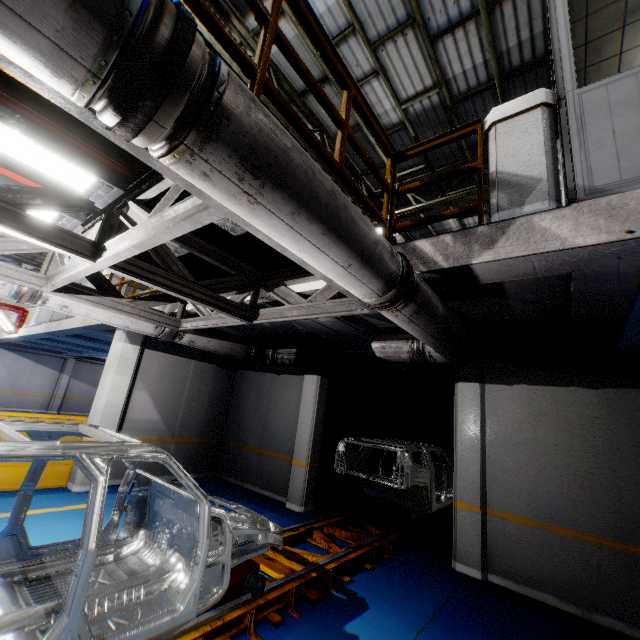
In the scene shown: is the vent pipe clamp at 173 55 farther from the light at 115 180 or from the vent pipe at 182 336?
the vent pipe at 182 336

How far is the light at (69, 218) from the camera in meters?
3.2 m

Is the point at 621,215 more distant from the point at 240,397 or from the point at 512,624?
the point at 240,397

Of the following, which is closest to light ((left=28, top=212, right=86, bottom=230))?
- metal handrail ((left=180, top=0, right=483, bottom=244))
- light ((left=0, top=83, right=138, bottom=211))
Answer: light ((left=0, top=83, right=138, bottom=211))

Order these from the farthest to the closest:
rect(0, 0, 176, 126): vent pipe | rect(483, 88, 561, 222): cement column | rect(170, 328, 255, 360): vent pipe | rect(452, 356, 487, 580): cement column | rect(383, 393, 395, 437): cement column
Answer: rect(383, 393, 395, 437): cement column < rect(170, 328, 255, 360): vent pipe < rect(452, 356, 487, 580): cement column < rect(483, 88, 561, 222): cement column < rect(0, 0, 176, 126): vent pipe

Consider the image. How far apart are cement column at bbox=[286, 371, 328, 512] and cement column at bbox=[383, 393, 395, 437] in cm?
388

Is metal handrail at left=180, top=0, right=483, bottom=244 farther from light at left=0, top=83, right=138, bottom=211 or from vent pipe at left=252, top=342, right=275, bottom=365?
light at left=0, top=83, right=138, bottom=211

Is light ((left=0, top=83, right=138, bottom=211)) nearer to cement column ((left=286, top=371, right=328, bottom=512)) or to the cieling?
the cieling
